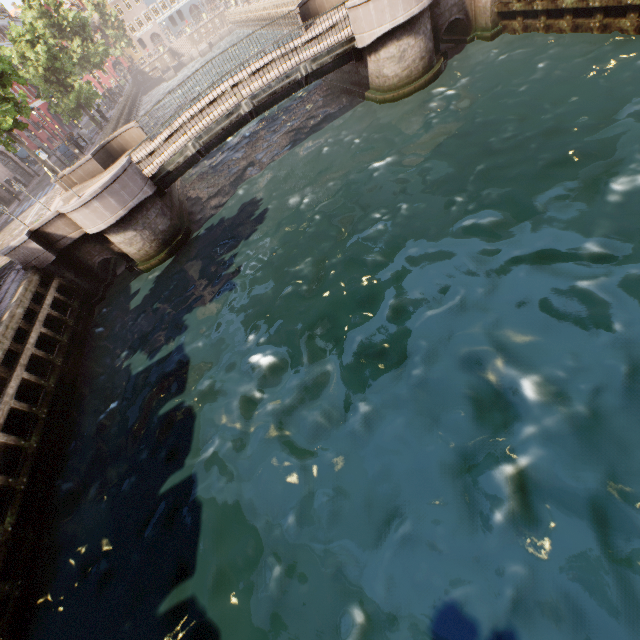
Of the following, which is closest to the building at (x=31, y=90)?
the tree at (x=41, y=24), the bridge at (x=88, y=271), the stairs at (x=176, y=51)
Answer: the tree at (x=41, y=24)

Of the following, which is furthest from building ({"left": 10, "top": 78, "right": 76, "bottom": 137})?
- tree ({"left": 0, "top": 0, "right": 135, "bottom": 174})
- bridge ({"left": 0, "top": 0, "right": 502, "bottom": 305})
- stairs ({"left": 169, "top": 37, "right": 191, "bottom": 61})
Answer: stairs ({"left": 169, "top": 37, "right": 191, "bottom": 61})

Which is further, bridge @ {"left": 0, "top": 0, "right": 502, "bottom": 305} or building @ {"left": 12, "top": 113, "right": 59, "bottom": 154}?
building @ {"left": 12, "top": 113, "right": 59, "bottom": 154}

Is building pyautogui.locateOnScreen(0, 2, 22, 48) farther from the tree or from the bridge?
the bridge

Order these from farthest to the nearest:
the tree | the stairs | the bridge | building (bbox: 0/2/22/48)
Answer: the stairs < building (bbox: 0/2/22/48) < the tree < the bridge

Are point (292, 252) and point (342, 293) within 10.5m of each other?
yes

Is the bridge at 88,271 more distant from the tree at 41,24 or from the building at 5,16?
the building at 5,16

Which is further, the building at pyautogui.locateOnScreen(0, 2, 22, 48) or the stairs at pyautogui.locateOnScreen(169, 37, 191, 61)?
the stairs at pyautogui.locateOnScreen(169, 37, 191, 61)
